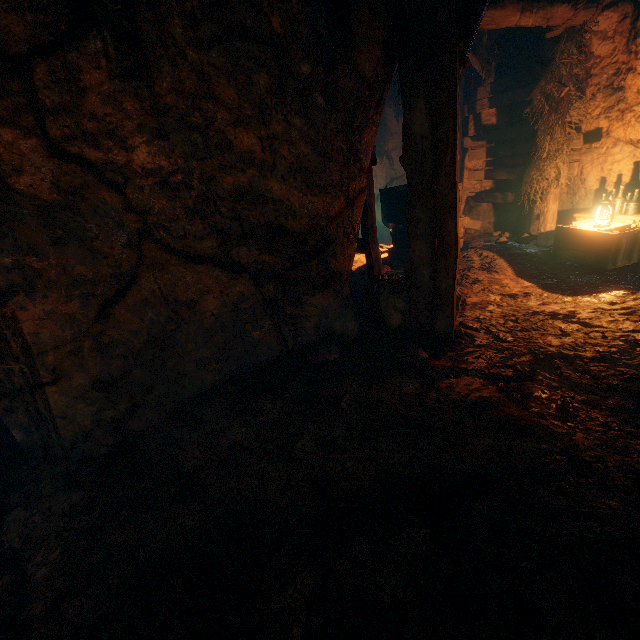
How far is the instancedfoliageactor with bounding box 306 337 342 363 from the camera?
4.10m

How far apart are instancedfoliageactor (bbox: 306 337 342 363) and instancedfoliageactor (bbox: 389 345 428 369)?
0.69m

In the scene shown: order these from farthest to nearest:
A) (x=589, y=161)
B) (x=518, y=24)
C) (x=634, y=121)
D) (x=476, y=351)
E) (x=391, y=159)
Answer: (x=391, y=159), (x=589, y=161), (x=634, y=121), (x=518, y=24), (x=476, y=351)

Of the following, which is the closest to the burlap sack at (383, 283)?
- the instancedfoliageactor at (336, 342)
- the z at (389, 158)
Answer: the z at (389, 158)

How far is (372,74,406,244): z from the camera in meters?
9.4 m

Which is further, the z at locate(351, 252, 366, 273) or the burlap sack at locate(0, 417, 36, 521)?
the z at locate(351, 252, 366, 273)

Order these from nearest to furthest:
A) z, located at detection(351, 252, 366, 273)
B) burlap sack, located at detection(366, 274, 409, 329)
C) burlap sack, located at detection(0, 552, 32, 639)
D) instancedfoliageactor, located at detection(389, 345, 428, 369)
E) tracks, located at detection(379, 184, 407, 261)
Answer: burlap sack, located at detection(0, 552, 32, 639) → instancedfoliageactor, located at detection(389, 345, 428, 369) → burlap sack, located at detection(366, 274, 409, 329) → tracks, located at detection(379, 184, 407, 261) → z, located at detection(351, 252, 366, 273)

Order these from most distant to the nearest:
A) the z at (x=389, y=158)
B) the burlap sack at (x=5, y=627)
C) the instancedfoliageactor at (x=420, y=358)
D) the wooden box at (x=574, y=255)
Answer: the z at (x=389, y=158)
the wooden box at (x=574, y=255)
the instancedfoliageactor at (x=420, y=358)
the burlap sack at (x=5, y=627)
